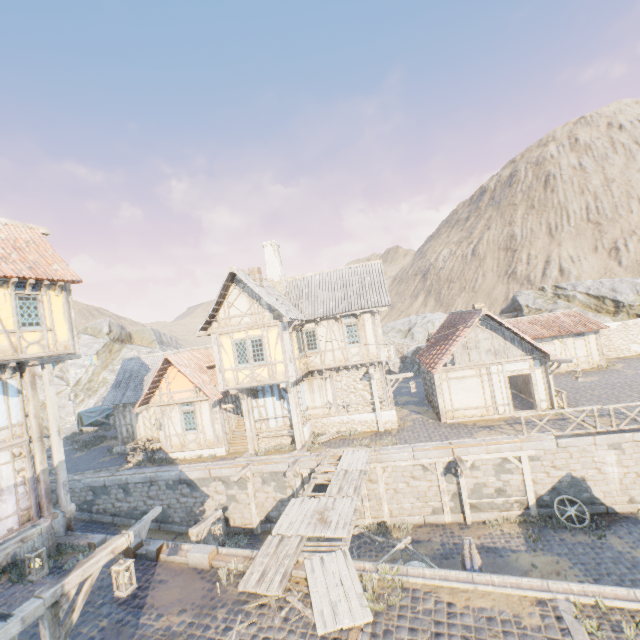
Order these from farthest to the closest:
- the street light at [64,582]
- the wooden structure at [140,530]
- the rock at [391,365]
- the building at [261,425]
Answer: the rock at [391,365], the building at [261,425], the wooden structure at [140,530], the street light at [64,582]

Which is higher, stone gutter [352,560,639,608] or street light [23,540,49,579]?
street light [23,540,49,579]

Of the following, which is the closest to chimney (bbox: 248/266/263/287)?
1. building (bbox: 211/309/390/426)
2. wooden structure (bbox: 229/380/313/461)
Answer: building (bbox: 211/309/390/426)

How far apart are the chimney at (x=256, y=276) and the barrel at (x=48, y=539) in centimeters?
1217cm

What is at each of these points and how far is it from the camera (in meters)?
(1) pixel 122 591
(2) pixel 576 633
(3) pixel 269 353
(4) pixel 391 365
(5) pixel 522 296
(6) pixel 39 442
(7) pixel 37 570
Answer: (1) street light, 6.06
(2) stone blocks, 5.93
(3) building, 16.16
(4) rock, 35.59
(5) rock, 37.84
(6) wooden structure, 12.10
(7) street light, 7.02

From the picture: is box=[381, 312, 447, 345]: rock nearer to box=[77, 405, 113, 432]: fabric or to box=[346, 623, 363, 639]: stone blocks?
box=[346, 623, 363, 639]: stone blocks

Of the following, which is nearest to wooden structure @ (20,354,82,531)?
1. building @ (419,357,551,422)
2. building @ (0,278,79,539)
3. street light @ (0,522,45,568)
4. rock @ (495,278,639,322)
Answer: building @ (0,278,79,539)

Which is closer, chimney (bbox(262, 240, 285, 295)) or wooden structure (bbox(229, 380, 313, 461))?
wooden structure (bbox(229, 380, 313, 461))
